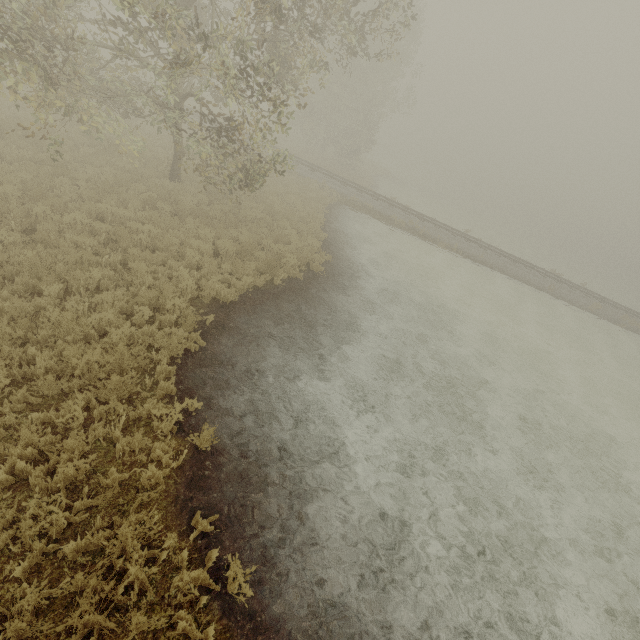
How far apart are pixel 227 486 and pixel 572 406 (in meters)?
14.10
